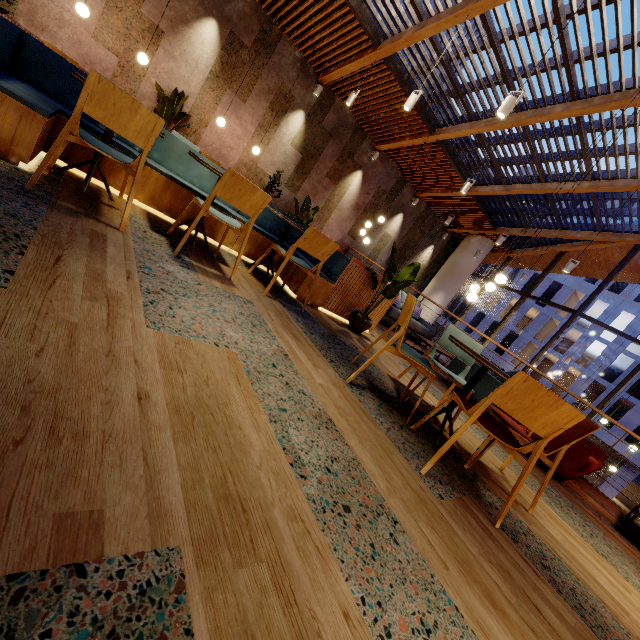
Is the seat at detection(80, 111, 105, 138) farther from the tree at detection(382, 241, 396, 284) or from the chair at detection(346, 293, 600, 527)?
→ the chair at detection(346, 293, 600, 527)

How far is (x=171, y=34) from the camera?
6.8 meters

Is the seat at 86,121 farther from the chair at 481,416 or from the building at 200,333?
the chair at 481,416

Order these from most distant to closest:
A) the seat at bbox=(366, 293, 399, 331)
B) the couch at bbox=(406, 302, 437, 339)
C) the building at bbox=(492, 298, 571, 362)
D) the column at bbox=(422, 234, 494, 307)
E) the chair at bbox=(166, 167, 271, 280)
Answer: the building at bbox=(492, 298, 571, 362) → the column at bbox=(422, 234, 494, 307) → the couch at bbox=(406, 302, 437, 339) → the seat at bbox=(366, 293, 399, 331) → the chair at bbox=(166, 167, 271, 280)

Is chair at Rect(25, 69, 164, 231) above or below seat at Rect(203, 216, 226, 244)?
above

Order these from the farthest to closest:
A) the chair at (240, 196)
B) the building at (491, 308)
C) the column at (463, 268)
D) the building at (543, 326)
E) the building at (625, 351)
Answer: the building at (491, 308) → the building at (543, 326) → the building at (625, 351) → the column at (463, 268) → the chair at (240, 196)

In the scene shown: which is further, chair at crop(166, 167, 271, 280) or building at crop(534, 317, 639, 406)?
building at crop(534, 317, 639, 406)

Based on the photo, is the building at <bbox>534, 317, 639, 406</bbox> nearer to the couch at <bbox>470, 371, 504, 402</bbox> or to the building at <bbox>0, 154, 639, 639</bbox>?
the building at <bbox>0, 154, 639, 639</bbox>
